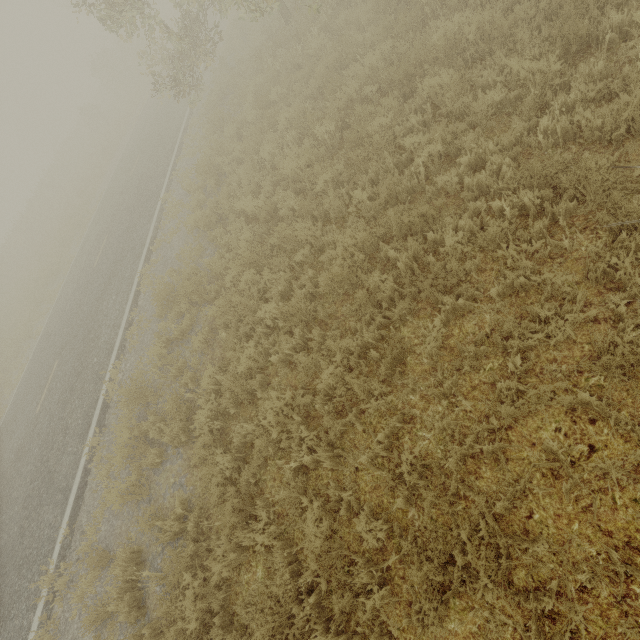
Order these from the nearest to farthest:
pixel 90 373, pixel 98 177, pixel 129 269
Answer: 1. pixel 90 373
2. pixel 129 269
3. pixel 98 177
